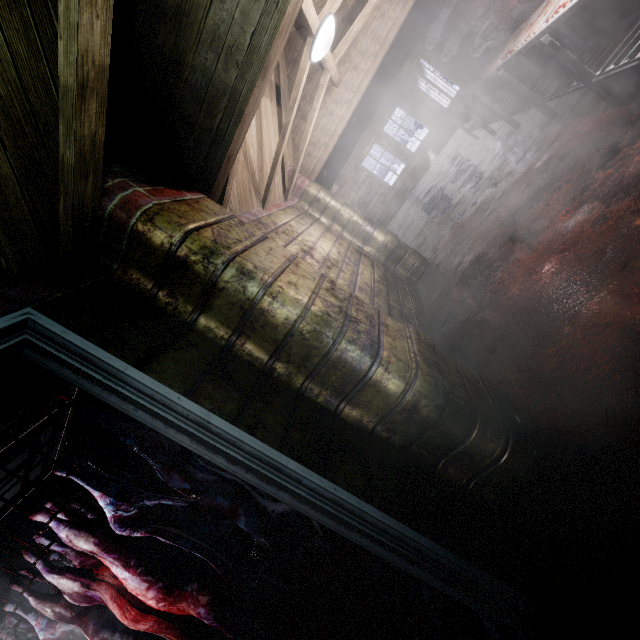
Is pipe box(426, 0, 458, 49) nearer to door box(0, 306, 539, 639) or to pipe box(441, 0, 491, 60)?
pipe box(441, 0, 491, 60)

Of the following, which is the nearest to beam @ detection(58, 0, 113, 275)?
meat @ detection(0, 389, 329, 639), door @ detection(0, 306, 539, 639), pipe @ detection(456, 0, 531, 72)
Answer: door @ detection(0, 306, 539, 639)

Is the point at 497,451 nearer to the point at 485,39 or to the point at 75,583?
the point at 75,583

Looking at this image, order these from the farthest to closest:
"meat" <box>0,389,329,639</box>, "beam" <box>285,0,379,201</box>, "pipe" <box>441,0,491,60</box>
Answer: "pipe" <box>441,0,491,60</box> → "beam" <box>285,0,379,201</box> → "meat" <box>0,389,329,639</box>

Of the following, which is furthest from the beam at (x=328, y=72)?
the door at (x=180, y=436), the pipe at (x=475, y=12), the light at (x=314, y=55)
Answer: the door at (x=180, y=436)

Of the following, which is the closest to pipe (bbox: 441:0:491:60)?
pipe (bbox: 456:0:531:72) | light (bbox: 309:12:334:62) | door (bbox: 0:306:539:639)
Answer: pipe (bbox: 456:0:531:72)

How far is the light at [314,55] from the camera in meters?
2.5 m

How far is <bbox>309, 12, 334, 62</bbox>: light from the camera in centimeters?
245cm
